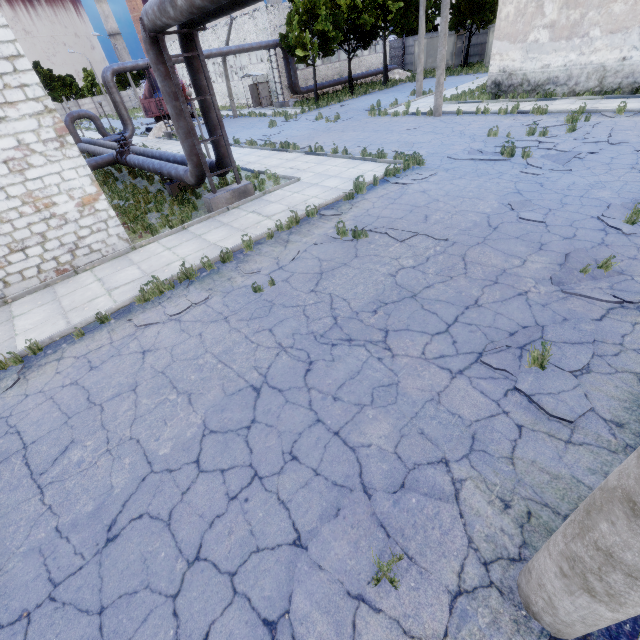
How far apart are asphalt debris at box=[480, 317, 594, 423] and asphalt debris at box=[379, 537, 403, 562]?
1.7m

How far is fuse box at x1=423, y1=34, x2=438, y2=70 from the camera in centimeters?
3700cm

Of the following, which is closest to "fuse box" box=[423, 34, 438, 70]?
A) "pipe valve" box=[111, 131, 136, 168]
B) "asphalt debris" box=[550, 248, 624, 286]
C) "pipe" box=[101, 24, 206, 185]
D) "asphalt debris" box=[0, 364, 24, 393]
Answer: "pipe" box=[101, 24, 206, 185]

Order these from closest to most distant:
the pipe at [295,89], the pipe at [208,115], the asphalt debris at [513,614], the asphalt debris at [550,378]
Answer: the asphalt debris at [513,614] < the asphalt debris at [550,378] < the pipe at [208,115] < the pipe at [295,89]

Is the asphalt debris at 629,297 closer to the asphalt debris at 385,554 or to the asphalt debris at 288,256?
the asphalt debris at 385,554

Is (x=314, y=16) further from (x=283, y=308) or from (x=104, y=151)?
(x=283, y=308)

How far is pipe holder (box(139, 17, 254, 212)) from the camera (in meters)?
8.77

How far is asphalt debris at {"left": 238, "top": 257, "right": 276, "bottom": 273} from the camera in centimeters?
768cm
